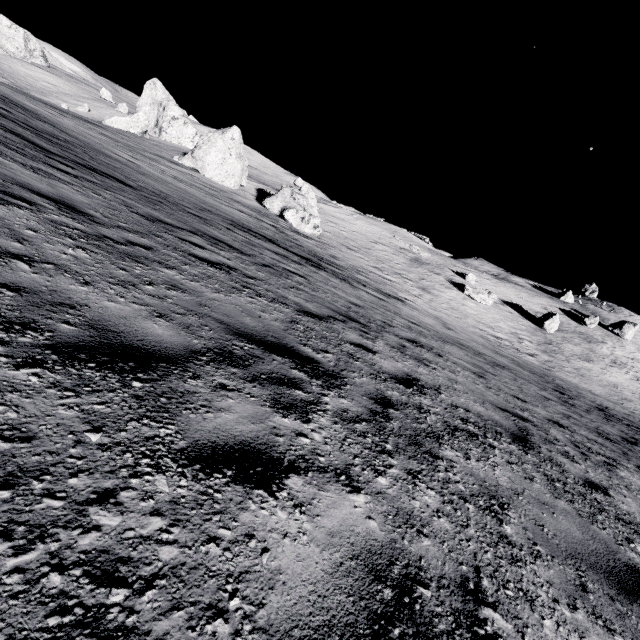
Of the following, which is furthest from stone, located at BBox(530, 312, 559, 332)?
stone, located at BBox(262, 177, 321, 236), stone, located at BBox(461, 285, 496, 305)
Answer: stone, located at BBox(262, 177, 321, 236)

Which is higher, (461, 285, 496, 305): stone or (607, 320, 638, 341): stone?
(607, 320, 638, 341): stone

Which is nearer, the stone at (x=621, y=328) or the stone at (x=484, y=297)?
the stone at (x=484, y=297)

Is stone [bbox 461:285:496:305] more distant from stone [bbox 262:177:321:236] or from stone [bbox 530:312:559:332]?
stone [bbox 262:177:321:236]

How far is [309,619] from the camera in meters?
1.3

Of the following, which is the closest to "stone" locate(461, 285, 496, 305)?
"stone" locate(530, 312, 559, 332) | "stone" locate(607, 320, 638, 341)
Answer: "stone" locate(530, 312, 559, 332)

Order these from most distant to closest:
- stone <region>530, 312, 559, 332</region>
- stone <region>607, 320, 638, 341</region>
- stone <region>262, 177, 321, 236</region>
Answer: stone <region>607, 320, 638, 341</region>
stone <region>530, 312, 559, 332</region>
stone <region>262, 177, 321, 236</region>

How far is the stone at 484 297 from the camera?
34.31m
